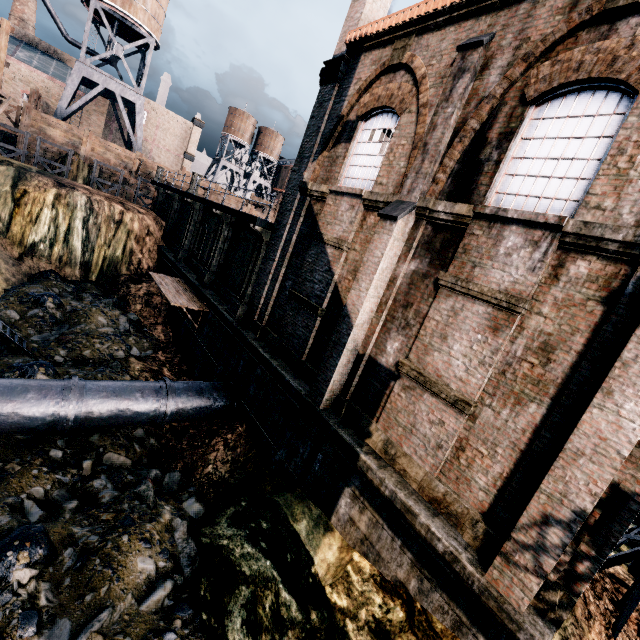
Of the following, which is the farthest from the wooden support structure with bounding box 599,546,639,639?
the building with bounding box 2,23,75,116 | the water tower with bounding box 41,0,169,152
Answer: the building with bounding box 2,23,75,116

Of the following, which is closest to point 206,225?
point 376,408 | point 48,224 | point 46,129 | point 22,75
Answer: point 48,224

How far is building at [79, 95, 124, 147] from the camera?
46.2 meters

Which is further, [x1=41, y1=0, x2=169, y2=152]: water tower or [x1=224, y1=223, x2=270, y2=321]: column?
[x1=41, y1=0, x2=169, y2=152]: water tower

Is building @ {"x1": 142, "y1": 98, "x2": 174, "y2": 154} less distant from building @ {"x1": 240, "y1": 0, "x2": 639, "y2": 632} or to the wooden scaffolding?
the wooden scaffolding

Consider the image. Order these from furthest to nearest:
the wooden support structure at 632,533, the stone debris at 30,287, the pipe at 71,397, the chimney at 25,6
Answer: the chimney at 25,6 < the stone debris at 30,287 < the pipe at 71,397 < the wooden support structure at 632,533

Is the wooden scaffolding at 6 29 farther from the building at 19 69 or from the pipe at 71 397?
the pipe at 71 397

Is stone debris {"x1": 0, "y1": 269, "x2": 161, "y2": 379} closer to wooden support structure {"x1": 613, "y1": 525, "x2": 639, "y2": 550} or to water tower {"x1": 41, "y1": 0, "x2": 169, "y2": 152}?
wooden support structure {"x1": 613, "y1": 525, "x2": 639, "y2": 550}
